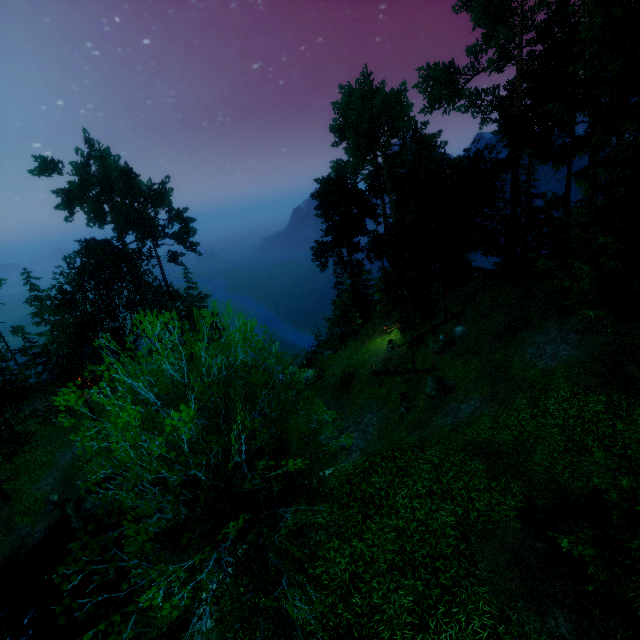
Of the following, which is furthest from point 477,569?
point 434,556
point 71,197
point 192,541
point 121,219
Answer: point 71,197

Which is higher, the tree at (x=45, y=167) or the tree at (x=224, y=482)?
the tree at (x=45, y=167)

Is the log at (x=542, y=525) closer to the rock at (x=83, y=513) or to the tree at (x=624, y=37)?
the tree at (x=624, y=37)

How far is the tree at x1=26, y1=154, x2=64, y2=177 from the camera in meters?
31.8

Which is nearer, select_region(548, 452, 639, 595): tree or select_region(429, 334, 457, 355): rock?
select_region(548, 452, 639, 595): tree

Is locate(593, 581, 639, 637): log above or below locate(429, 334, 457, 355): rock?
above

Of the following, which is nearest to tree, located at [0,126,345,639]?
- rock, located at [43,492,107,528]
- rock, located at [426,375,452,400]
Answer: rock, located at [426,375,452,400]

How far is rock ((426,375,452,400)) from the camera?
19.7m
